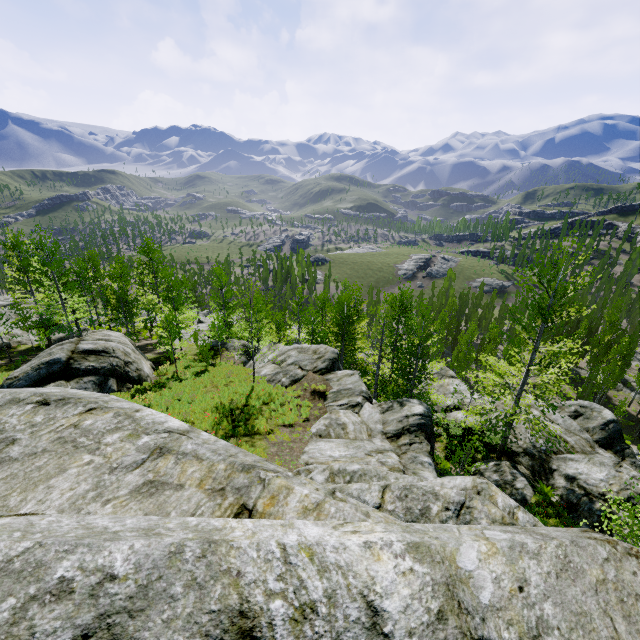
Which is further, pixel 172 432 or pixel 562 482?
pixel 562 482

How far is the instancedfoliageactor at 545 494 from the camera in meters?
12.9

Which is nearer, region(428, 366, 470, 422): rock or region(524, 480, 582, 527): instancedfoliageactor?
region(524, 480, 582, 527): instancedfoliageactor

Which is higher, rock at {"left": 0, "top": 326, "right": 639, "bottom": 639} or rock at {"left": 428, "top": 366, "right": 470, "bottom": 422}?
rock at {"left": 0, "top": 326, "right": 639, "bottom": 639}

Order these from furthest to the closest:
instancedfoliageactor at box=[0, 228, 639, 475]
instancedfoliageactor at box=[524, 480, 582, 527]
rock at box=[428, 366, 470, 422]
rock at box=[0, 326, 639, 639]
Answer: rock at box=[428, 366, 470, 422], instancedfoliageactor at box=[0, 228, 639, 475], instancedfoliageactor at box=[524, 480, 582, 527], rock at box=[0, 326, 639, 639]

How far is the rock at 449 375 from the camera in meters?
21.0

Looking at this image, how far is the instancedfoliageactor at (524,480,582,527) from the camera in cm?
1293

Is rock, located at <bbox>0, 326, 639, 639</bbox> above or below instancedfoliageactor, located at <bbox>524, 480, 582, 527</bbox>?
above
